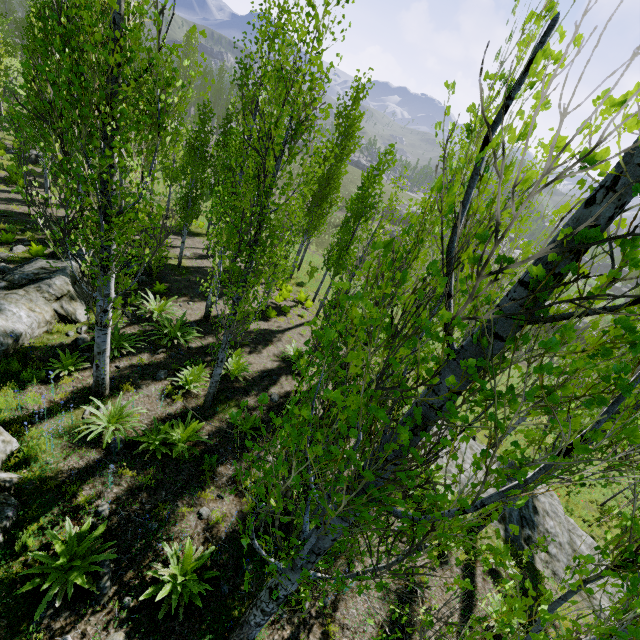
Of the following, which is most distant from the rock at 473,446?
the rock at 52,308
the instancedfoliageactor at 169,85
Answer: the rock at 52,308

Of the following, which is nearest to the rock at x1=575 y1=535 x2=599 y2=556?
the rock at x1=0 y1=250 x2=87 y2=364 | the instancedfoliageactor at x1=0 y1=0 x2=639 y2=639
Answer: the instancedfoliageactor at x1=0 y1=0 x2=639 y2=639

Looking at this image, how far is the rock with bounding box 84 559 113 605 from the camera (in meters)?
4.63

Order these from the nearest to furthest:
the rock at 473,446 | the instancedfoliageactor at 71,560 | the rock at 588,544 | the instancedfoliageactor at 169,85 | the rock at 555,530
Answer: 1. the instancedfoliageactor at 169,85
2. the instancedfoliageactor at 71,560
3. the rock at 555,530
4. the rock at 588,544
5. the rock at 473,446

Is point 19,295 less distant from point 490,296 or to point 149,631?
point 149,631

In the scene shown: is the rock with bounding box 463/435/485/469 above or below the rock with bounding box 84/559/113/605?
below

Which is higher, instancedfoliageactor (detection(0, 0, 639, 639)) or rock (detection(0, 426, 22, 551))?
instancedfoliageactor (detection(0, 0, 639, 639))

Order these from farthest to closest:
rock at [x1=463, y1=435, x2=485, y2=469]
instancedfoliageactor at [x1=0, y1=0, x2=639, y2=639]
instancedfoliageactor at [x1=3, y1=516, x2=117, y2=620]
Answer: rock at [x1=463, y1=435, x2=485, y2=469] → instancedfoliageactor at [x1=3, y1=516, x2=117, y2=620] → instancedfoliageactor at [x1=0, y1=0, x2=639, y2=639]
